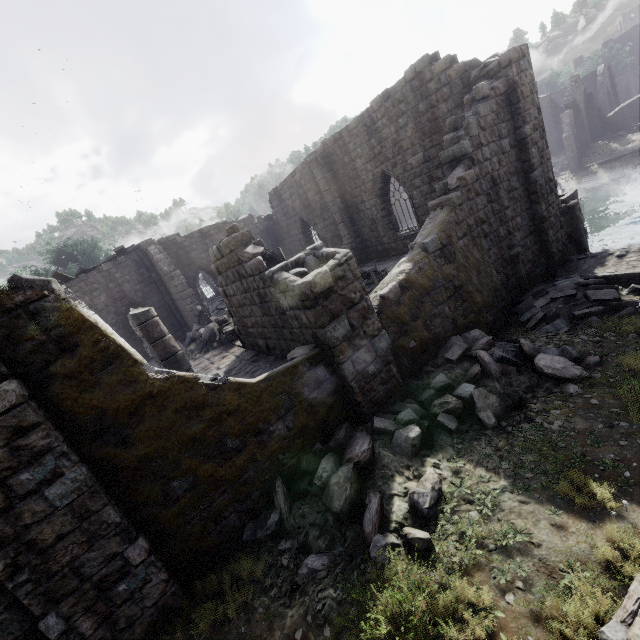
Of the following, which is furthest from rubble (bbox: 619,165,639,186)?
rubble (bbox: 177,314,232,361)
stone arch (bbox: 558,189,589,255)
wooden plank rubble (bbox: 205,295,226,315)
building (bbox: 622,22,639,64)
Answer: wooden plank rubble (bbox: 205,295,226,315)

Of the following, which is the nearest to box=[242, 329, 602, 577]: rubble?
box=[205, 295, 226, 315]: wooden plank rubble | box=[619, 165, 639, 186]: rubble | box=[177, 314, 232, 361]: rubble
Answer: box=[177, 314, 232, 361]: rubble

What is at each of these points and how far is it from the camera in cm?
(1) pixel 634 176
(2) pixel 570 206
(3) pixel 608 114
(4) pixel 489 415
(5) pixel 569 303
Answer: (1) rubble, 2694
(2) stone arch, 1241
(3) building, 3712
(4) rubble, 619
(5) rubble, 934

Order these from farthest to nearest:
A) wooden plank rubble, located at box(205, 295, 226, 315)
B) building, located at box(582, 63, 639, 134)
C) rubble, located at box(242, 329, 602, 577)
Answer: building, located at box(582, 63, 639, 134) < wooden plank rubble, located at box(205, 295, 226, 315) < rubble, located at box(242, 329, 602, 577)

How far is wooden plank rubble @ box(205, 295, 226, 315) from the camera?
27.5m

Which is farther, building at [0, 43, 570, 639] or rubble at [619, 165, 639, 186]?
rubble at [619, 165, 639, 186]

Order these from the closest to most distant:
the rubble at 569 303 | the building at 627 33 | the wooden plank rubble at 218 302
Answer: the rubble at 569 303 → the wooden plank rubble at 218 302 → the building at 627 33

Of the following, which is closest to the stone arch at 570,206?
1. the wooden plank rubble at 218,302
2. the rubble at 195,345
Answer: the rubble at 195,345
